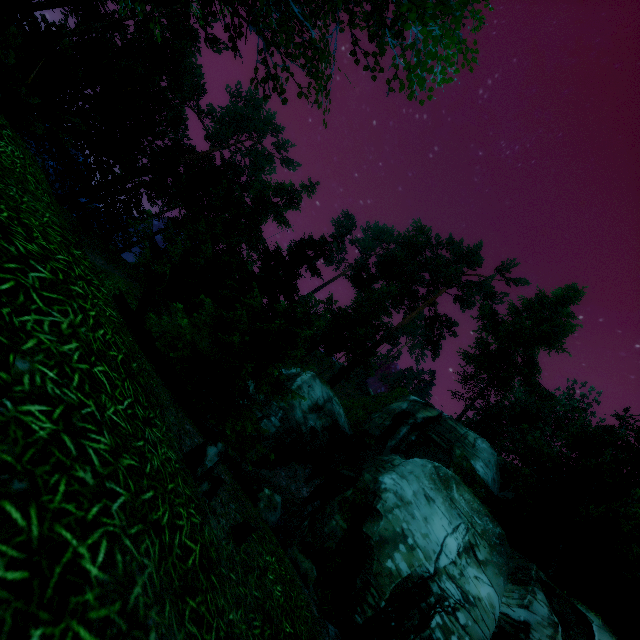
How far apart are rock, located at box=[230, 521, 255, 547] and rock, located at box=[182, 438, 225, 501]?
0.40m

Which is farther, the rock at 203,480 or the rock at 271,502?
the rock at 271,502

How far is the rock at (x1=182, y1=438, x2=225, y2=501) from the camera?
3.7 meters

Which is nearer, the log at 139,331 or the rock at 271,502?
the log at 139,331

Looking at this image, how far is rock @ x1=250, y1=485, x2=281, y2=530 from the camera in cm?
1200

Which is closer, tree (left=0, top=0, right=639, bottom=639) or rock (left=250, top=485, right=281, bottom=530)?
tree (left=0, top=0, right=639, bottom=639)

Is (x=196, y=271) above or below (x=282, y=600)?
above

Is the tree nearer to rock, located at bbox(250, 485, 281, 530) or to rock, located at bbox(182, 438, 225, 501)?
rock, located at bbox(250, 485, 281, 530)
